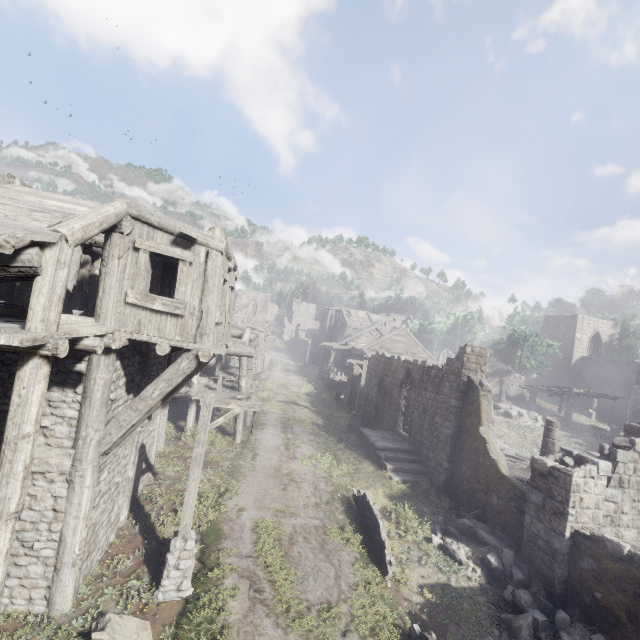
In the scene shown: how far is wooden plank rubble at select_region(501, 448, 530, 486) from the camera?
Result: 14.6 meters

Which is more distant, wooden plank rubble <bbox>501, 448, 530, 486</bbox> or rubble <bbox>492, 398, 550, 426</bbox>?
rubble <bbox>492, 398, 550, 426</bbox>

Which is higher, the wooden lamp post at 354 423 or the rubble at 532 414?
the rubble at 532 414

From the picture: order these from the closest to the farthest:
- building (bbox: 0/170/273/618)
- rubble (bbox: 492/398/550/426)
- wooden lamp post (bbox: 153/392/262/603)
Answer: building (bbox: 0/170/273/618)
wooden lamp post (bbox: 153/392/262/603)
rubble (bbox: 492/398/550/426)

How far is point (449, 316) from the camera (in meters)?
45.12

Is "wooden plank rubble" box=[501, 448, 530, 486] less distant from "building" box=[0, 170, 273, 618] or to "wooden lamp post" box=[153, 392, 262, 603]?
"building" box=[0, 170, 273, 618]

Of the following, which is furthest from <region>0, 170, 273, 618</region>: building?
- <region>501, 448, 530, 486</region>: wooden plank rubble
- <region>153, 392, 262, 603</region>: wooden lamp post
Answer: <region>153, 392, 262, 603</region>: wooden lamp post

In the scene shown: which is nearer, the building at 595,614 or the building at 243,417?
the building at 595,614
